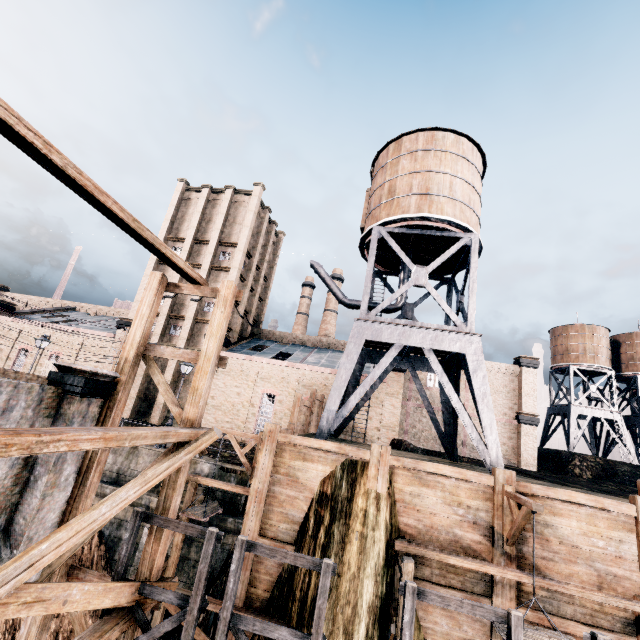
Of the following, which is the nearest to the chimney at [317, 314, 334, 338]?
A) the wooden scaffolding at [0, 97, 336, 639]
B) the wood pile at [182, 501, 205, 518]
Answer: the wood pile at [182, 501, 205, 518]

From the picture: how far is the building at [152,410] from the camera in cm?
3209

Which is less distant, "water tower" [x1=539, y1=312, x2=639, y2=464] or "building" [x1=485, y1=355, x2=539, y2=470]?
"building" [x1=485, y1=355, x2=539, y2=470]

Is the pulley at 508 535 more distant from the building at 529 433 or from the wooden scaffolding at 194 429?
the building at 529 433

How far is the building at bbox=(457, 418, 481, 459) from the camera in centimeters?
3606cm

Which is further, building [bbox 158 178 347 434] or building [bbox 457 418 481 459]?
building [bbox 457 418 481 459]

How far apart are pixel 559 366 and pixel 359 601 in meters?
48.1 m

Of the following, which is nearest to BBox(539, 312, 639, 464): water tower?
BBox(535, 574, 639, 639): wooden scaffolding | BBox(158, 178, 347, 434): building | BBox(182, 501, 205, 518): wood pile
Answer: BBox(158, 178, 347, 434): building
